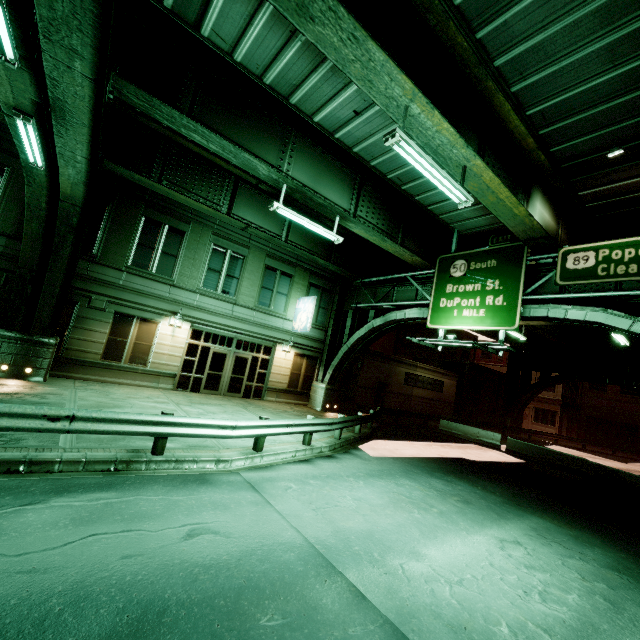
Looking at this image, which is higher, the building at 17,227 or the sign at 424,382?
the building at 17,227

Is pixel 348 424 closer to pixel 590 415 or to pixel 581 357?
pixel 581 357

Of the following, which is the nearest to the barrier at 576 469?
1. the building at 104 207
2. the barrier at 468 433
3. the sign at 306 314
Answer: the barrier at 468 433

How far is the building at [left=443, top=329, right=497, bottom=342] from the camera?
35.83m

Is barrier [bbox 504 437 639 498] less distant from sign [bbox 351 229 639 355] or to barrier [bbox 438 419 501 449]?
barrier [bbox 438 419 501 449]

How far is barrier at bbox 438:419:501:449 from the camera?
21.5 meters

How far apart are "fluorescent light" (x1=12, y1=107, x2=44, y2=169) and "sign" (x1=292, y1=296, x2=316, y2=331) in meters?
13.7 m

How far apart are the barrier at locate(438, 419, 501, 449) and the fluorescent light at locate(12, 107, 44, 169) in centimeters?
2482cm
